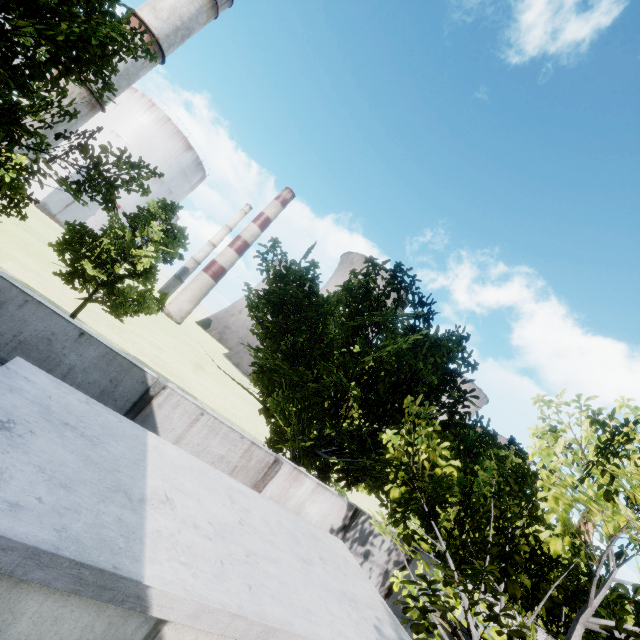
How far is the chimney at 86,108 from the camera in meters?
38.1

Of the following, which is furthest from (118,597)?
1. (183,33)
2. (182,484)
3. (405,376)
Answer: (183,33)

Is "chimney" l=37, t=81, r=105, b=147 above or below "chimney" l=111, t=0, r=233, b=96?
below

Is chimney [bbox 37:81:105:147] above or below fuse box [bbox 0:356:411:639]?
above

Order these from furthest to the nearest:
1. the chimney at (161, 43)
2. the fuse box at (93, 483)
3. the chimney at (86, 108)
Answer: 1. the chimney at (161, 43)
2. the chimney at (86, 108)
3. the fuse box at (93, 483)

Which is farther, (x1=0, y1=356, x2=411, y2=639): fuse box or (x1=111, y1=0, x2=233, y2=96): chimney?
(x1=111, y1=0, x2=233, y2=96): chimney

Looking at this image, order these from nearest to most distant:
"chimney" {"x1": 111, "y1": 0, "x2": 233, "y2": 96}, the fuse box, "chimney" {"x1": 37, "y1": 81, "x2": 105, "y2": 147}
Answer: the fuse box → "chimney" {"x1": 37, "y1": 81, "x2": 105, "y2": 147} → "chimney" {"x1": 111, "y1": 0, "x2": 233, "y2": 96}

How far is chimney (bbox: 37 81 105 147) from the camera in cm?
3806
